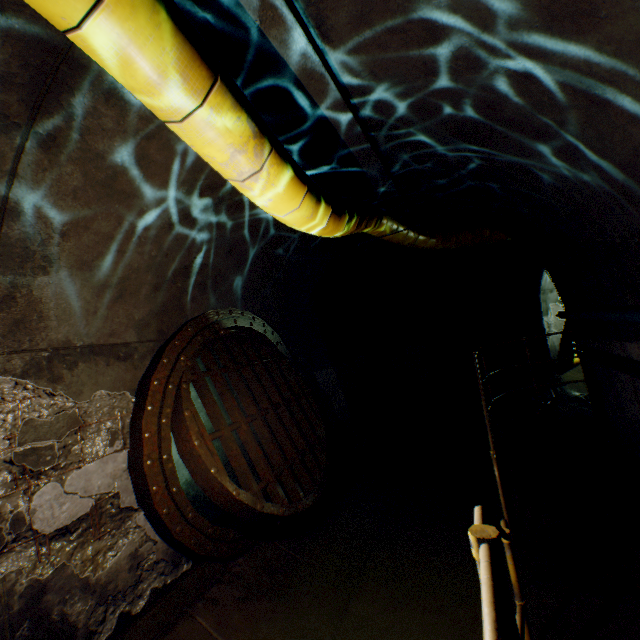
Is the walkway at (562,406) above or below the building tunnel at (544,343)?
below

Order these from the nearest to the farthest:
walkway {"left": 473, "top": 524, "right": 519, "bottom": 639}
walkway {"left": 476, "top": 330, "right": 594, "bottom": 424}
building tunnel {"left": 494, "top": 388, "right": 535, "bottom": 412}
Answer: walkway {"left": 473, "top": 524, "right": 519, "bottom": 639} < walkway {"left": 476, "top": 330, "right": 594, "bottom": 424} < building tunnel {"left": 494, "top": 388, "right": 535, "bottom": 412}

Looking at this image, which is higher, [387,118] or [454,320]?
[387,118]

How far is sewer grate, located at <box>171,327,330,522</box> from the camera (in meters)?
3.20

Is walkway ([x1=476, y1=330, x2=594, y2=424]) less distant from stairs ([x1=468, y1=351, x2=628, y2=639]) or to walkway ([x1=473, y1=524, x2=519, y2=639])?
stairs ([x1=468, y1=351, x2=628, y2=639])

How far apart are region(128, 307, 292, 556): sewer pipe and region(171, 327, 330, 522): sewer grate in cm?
1

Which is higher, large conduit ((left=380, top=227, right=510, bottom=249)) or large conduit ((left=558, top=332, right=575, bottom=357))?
large conduit ((left=380, top=227, right=510, bottom=249))

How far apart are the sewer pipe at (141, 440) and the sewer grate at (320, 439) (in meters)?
0.01
